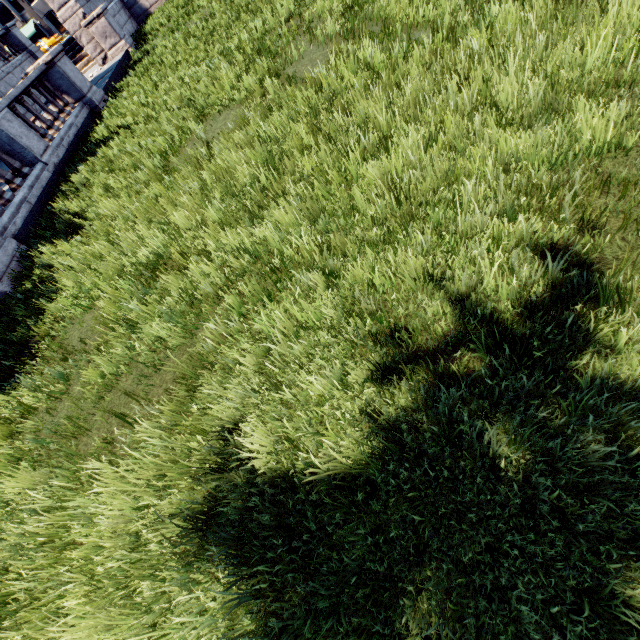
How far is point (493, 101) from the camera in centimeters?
302cm
